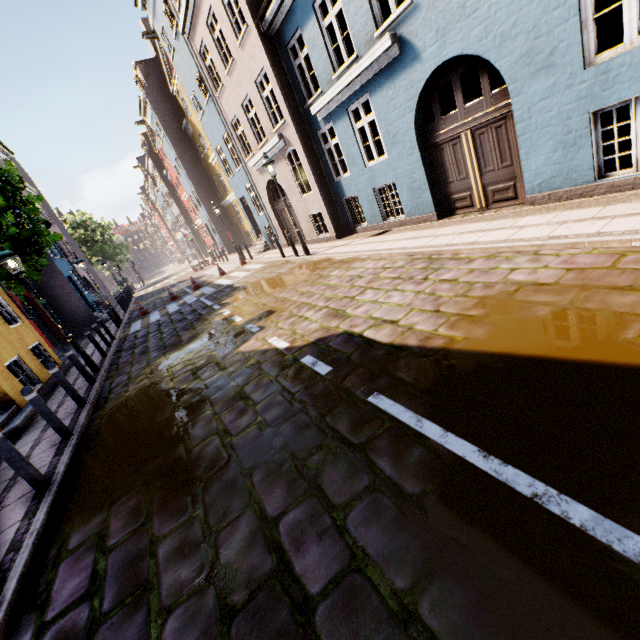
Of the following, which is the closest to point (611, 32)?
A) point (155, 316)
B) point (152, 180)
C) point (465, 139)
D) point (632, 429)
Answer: point (465, 139)

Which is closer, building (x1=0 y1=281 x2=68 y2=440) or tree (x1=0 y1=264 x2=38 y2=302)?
building (x1=0 y1=281 x2=68 y2=440)

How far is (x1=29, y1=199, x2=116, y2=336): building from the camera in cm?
1912

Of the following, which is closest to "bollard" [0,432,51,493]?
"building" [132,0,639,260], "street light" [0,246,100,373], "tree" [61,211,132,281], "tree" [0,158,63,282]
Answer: "street light" [0,246,100,373]

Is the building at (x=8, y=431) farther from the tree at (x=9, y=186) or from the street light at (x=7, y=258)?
the street light at (x=7, y=258)

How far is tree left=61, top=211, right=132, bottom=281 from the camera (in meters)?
39.38

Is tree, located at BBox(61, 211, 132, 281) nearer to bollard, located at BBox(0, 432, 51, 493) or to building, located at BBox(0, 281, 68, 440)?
building, located at BBox(0, 281, 68, 440)
